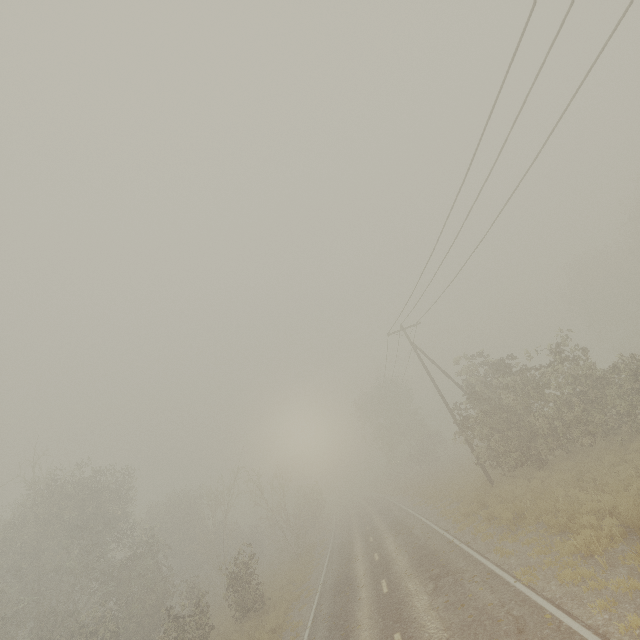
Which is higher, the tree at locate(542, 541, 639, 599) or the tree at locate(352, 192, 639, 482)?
the tree at locate(352, 192, 639, 482)

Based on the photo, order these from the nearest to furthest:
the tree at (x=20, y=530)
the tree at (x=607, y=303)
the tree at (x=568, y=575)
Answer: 1. the tree at (x=568, y=575)
2. the tree at (x=607, y=303)
3. the tree at (x=20, y=530)

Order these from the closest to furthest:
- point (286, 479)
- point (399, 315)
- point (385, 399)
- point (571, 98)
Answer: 1. point (571, 98)
2. point (399, 315)
3. point (286, 479)
4. point (385, 399)

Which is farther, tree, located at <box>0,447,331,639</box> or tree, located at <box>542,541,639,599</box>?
tree, located at <box>0,447,331,639</box>

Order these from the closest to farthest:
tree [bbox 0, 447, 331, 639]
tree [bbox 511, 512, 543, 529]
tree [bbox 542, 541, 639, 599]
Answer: tree [bbox 542, 541, 639, 599] < tree [bbox 511, 512, 543, 529] < tree [bbox 0, 447, 331, 639]

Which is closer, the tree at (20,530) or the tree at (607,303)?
the tree at (607,303)
